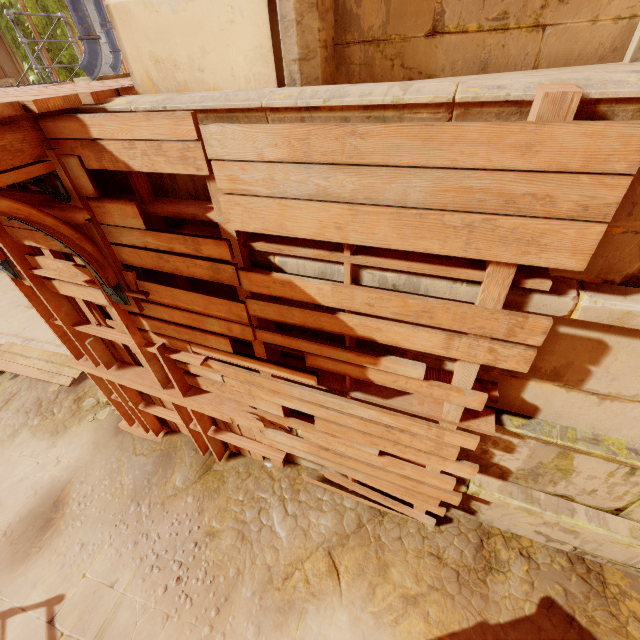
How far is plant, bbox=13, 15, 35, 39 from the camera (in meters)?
10.84

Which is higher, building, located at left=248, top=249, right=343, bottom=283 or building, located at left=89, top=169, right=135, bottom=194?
building, located at left=89, top=169, right=135, bottom=194

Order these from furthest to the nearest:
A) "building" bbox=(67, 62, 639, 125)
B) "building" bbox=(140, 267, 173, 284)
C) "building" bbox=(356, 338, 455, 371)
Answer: "building" bbox=(140, 267, 173, 284) < "building" bbox=(356, 338, 455, 371) < "building" bbox=(67, 62, 639, 125)

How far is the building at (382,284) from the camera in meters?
1.9 m

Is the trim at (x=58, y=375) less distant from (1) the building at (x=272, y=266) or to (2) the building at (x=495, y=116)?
(2) the building at (x=495, y=116)

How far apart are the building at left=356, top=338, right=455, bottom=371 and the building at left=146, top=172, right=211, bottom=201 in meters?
0.3 m

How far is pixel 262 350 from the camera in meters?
2.9 m

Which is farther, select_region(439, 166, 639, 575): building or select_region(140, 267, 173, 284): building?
select_region(140, 267, 173, 284): building
